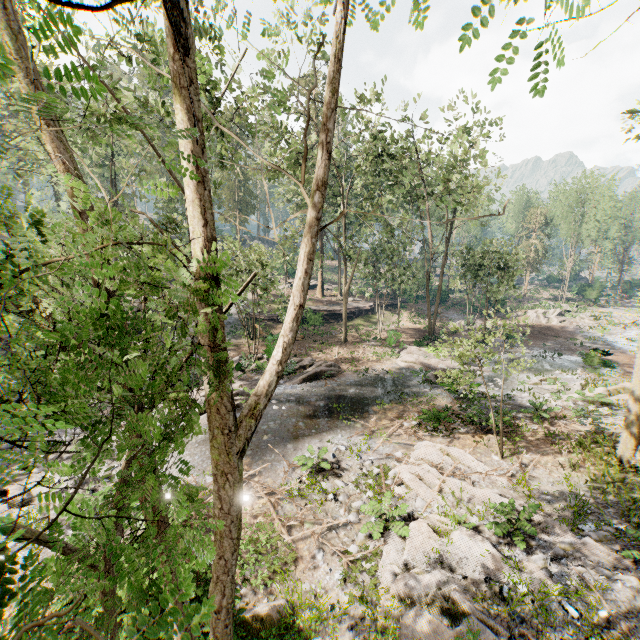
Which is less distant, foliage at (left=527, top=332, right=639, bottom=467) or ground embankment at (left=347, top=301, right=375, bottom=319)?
foliage at (left=527, top=332, right=639, bottom=467)

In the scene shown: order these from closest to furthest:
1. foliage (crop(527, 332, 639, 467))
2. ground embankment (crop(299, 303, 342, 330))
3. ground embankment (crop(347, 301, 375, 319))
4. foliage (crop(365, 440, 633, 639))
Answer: foliage (crop(365, 440, 633, 639)), foliage (crop(527, 332, 639, 467)), ground embankment (crop(299, 303, 342, 330)), ground embankment (crop(347, 301, 375, 319))

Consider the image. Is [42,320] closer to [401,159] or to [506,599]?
[506,599]

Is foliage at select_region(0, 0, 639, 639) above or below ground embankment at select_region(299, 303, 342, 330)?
above

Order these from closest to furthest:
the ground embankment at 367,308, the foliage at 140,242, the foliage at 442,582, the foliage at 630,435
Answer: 1. the foliage at 140,242
2. the foliage at 442,582
3. the foliage at 630,435
4. the ground embankment at 367,308

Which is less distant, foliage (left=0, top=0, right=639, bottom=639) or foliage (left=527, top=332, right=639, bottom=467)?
foliage (left=0, top=0, right=639, bottom=639)

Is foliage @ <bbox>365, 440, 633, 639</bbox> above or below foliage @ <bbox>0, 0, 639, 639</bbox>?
below

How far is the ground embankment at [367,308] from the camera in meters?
38.2 m
